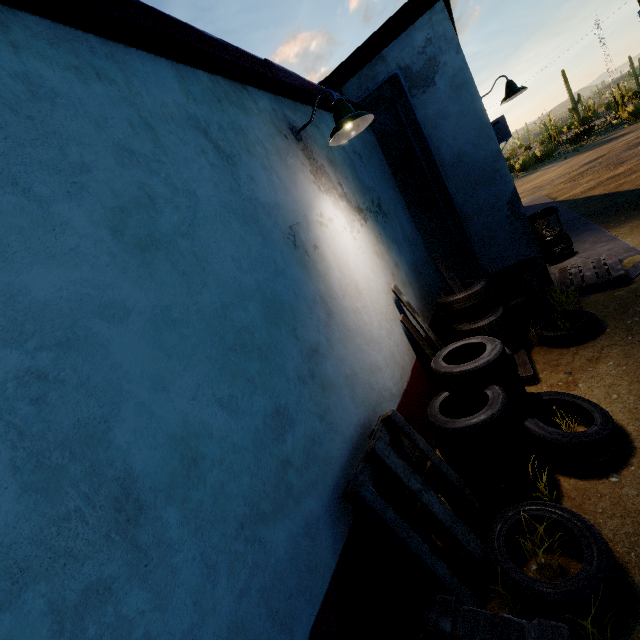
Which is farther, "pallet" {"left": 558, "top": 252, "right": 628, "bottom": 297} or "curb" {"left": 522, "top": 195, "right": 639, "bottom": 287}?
"curb" {"left": 522, "top": 195, "right": 639, "bottom": 287}

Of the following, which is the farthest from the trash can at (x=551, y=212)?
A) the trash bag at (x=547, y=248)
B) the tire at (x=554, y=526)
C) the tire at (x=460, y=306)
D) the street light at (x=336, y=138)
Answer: the tire at (x=554, y=526)

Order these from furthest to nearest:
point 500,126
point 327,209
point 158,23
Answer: point 500,126
point 327,209
point 158,23

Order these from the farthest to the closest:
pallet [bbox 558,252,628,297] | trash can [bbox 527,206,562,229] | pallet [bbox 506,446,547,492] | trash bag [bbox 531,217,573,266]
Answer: trash can [bbox 527,206,562,229], trash bag [bbox 531,217,573,266], pallet [bbox 558,252,628,297], pallet [bbox 506,446,547,492]

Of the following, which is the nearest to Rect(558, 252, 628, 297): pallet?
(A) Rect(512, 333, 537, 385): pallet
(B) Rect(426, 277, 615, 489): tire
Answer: (A) Rect(512, 333, 537, 385): pallet

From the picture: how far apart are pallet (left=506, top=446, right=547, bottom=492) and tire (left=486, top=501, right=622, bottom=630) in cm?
19

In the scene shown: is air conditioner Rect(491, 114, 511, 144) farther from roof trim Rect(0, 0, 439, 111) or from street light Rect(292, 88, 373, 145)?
street light Rect(292, 88, 373, 145)

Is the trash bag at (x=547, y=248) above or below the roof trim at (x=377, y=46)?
below
